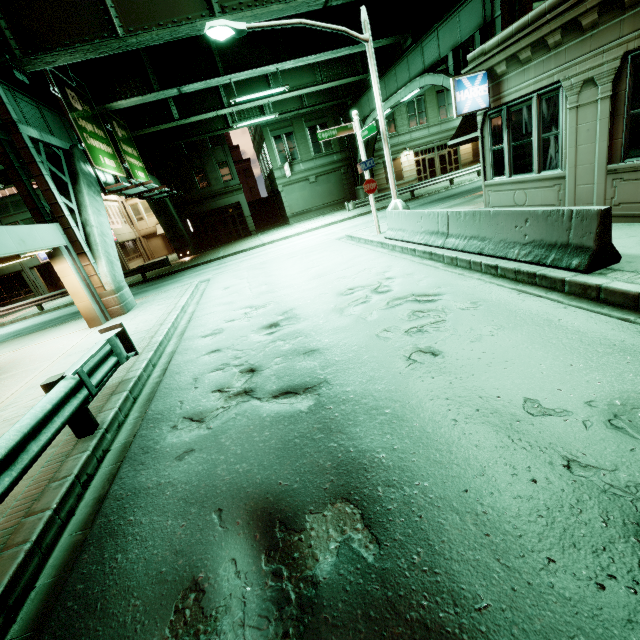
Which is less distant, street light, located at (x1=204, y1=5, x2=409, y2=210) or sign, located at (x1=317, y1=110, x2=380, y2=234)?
street light, located at (x1=204, y1=5, x2=409, y2=210)

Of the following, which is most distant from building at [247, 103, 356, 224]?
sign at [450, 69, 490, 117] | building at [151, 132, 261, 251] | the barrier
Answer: sign at [450, 69, 490, 117]

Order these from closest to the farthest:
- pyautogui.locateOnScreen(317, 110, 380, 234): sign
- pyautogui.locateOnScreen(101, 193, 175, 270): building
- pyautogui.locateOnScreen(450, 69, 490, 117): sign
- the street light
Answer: pyautogui.locateOnScreen(450, 69, 490, 117): sign → the street light → pyautogui.locateOnScreen(317, 110, 380, 234): sign → pyautogui.locateOnScreen(101, 193, 175, 270): building

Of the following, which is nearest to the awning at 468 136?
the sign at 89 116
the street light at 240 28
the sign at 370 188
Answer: the street light at 240 28

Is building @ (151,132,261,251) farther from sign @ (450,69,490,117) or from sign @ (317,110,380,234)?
sign @ (450,69,490,117)

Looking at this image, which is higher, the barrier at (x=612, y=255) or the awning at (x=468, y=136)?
the awning at (x=468, y=136)

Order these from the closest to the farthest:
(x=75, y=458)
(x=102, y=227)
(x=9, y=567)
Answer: (x=9, y=567), (x=75, y=458), (x=102, y=227)
